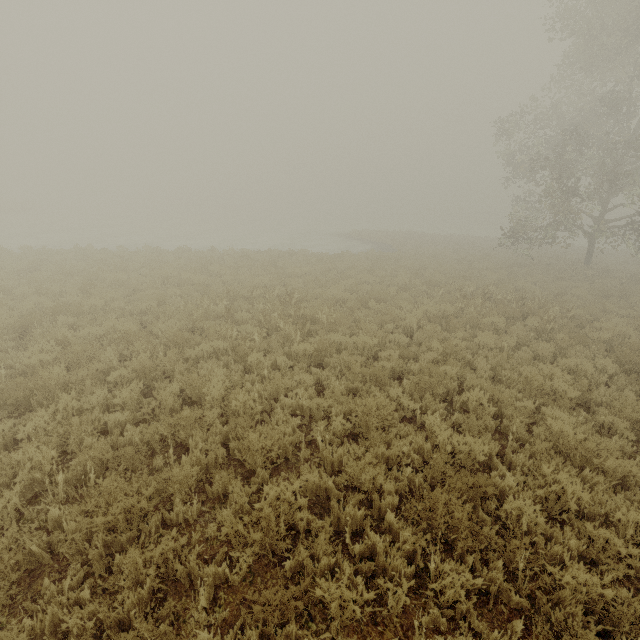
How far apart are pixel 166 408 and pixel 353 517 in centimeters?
372cm
